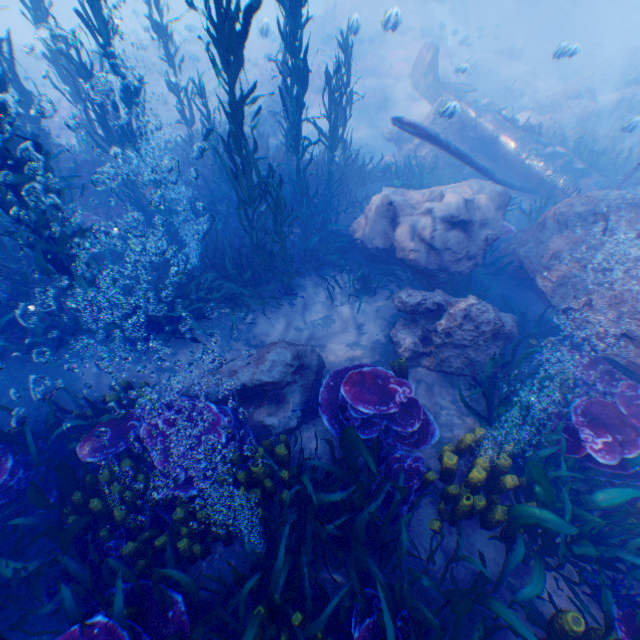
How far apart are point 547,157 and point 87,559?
14.9m

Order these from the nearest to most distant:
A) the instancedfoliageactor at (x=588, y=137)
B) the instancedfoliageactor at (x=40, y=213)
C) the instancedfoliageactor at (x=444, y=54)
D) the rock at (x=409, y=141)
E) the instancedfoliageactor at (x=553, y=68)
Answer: the instancedfoliageactor at (x=40, y=213) < the instancedfoliageactor at (x=553, y=68) < the instancedfoliageactor at (x=588, y=137) < the rock at (x=409, y=141) < the instancedfoliageactor at (x=444, y=54)

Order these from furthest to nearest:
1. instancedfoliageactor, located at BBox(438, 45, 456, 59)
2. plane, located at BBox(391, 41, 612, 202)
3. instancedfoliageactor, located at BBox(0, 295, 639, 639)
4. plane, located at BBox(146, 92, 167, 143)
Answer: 1. instancedfoliageactor, located at BBox(438, 45, 456, 59)
2. plane, located at BBox(146, 92, 167, 143)
3. plane, located at BBox(391, 41, 612, 202)
4. instancedfoliageactor, located at BBox(0, 295, 639, 639)

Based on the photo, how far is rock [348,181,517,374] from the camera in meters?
5.3 m

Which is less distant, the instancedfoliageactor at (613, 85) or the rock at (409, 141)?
the rock at (409, 141)

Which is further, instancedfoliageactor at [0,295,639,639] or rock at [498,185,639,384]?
rock at [498,185,639,384]

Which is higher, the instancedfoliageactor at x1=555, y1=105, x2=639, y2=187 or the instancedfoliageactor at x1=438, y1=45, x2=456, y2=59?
the instancedfoliageactor at x1=438, y1=45, x2=456, y2=59

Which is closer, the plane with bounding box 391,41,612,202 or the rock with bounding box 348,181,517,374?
the rock with bounding box 348,181,517,374
